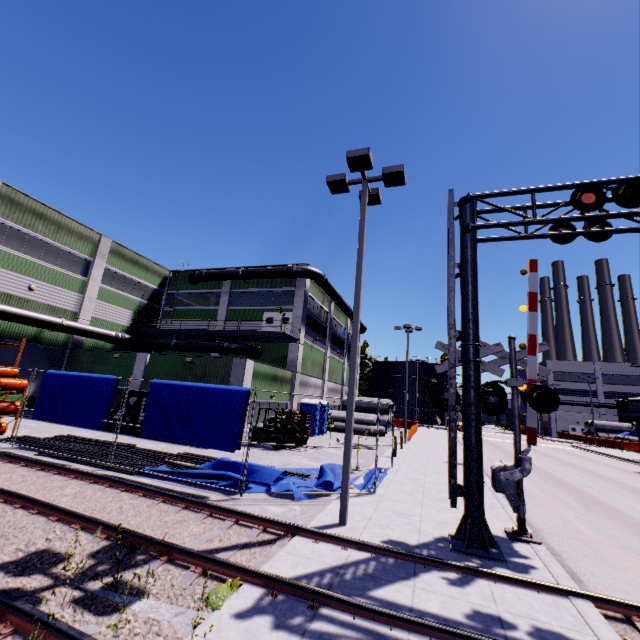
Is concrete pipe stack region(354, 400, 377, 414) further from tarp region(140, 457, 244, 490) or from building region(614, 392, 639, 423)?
tarp region(140, 457, 244, 490)

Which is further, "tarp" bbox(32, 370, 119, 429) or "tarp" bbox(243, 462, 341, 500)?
"tarp" bbox(32, 370, 119, 429)

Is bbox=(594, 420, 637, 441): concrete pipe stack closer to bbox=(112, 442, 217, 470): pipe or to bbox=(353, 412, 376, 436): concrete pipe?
bbox=(353, 412, 376, 436): concrete pipe

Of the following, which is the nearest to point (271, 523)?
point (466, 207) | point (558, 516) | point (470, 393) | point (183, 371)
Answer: point (470, 393)

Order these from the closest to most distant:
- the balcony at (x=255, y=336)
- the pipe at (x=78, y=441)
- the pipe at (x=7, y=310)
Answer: the pipe at (x=78, y=441) → the pipe at (x=7, y=310) → the balcony at (x=255, y=336)

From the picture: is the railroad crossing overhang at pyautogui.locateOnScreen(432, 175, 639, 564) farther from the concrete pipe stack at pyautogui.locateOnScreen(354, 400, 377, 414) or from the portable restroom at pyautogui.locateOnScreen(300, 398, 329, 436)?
the concrete pipe stack at pyautogui.locateOnScreen(354, 400, 377, 414)

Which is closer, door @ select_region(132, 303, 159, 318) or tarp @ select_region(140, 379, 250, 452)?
tarp @ select_region(140, 379, 250, 452)

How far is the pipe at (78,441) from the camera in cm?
1211
